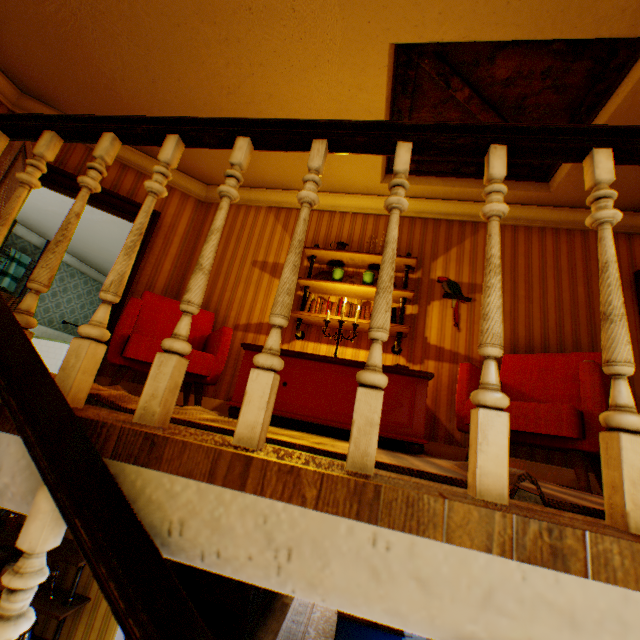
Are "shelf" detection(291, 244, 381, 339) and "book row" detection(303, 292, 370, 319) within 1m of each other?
yes

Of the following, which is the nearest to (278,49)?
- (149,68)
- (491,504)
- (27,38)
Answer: (149,68)

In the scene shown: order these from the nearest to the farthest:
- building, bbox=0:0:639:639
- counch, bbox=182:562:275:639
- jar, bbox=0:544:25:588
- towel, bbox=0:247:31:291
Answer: building, bbox=0:0:639:639 < jar, bbox=0:544:25:588 < counch, bbox=182:562:275:639 < towel, bbox=0:247:31:291

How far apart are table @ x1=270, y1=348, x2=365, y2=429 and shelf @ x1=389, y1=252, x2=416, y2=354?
0.40m

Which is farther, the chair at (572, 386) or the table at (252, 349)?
the table at (252, 349)

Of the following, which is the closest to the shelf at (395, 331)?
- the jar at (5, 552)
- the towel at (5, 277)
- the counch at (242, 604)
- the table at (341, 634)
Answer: the jar at (5, 552)

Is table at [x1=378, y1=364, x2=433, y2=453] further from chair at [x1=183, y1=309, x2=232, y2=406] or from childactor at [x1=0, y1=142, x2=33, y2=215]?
childactor at [x1=0, y1=142, x2=33, y2=215]

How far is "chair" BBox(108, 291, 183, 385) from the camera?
2.7 meters
